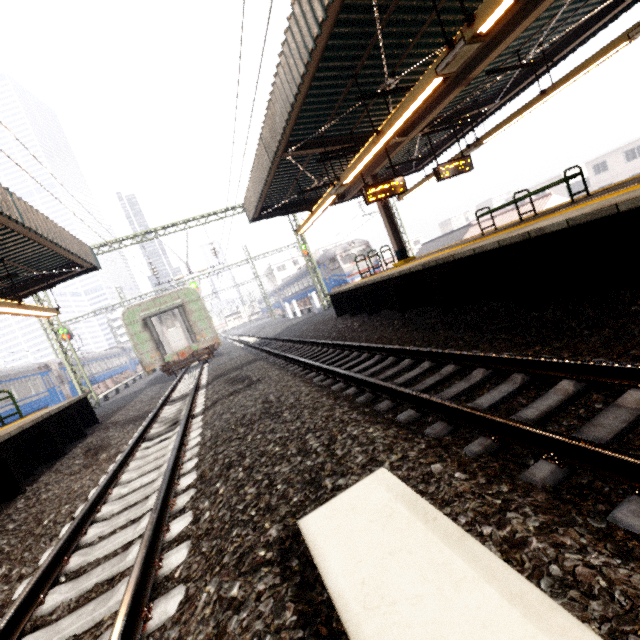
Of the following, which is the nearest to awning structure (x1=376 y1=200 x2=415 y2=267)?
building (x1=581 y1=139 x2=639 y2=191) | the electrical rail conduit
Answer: the electrical rail conduit

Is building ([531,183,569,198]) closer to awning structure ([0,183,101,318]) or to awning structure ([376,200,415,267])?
awning structure ([376,200,415,267])

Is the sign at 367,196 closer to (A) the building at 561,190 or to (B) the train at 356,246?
(B) the train at 356,246

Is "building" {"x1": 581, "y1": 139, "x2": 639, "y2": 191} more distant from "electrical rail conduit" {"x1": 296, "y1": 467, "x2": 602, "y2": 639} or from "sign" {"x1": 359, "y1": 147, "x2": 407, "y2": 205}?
"electrical rail conduit" {"x1": 296, "y1": 467, "x2": 602, "y2": 639}

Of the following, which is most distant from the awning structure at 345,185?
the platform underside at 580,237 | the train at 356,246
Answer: the train at 356,246

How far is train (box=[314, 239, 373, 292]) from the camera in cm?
2630

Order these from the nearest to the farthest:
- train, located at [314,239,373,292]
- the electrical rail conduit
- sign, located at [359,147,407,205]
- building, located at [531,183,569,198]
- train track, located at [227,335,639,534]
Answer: the electrical rail conduit < train track, located at [227,335,639,534] < sign, located at [359,147,407,205] < train, located at [314,239,373,292] < building, located at [531,183,569,198]

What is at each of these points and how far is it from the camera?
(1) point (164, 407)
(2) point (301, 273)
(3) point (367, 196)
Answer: (1) train track, 9.9m
(2) train, 34.6m
(3) sign, 9.6m
